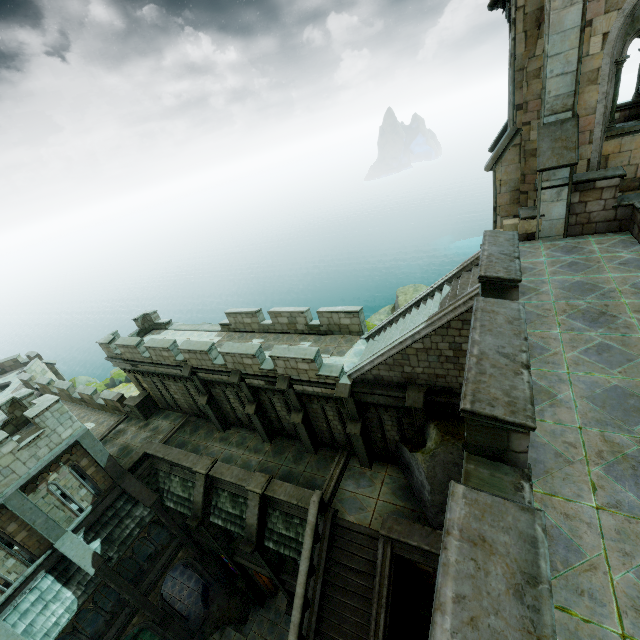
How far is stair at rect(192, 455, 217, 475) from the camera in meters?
15.9

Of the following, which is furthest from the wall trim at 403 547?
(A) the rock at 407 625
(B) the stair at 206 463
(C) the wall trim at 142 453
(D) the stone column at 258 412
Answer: (C) the wall trim at 142 453

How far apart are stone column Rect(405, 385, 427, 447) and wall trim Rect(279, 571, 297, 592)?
8.3 meters

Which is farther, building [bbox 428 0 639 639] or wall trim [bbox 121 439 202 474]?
wall trim [bbox 121 439 202 474]

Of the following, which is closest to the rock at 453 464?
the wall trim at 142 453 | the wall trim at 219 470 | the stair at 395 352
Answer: the stair at 395 352

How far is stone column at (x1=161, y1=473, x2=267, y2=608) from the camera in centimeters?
1582cm

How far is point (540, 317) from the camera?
6.95m

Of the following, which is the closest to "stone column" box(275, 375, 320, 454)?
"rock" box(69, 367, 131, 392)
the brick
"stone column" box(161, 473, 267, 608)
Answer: "stone column" box(161, 473, 267, 608)
